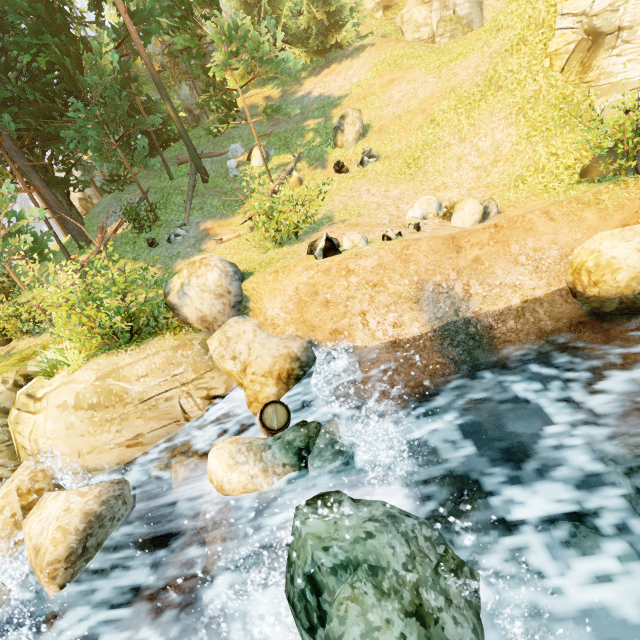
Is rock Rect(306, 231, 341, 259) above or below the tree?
below

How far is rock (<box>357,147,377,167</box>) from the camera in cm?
1444

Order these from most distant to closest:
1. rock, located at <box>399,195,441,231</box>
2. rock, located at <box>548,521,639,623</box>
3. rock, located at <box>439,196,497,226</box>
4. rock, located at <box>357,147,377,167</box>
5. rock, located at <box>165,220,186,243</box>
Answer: rock, located at <box>165,220,186,243</box> < rock, located at <box>357,147,377,167</box> < rock, located at <box>439,196,497,226</box> < rock, located at <box>399,195,441,231</box> < rock, located at <box>548,521,639,623</box>

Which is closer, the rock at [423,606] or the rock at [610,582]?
the rock at [423,606]

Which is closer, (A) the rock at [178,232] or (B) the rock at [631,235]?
(B) the rock at [631,235]

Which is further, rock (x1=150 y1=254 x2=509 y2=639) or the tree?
the tree

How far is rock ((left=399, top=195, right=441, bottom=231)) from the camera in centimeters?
865cm

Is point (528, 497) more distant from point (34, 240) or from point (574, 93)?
point (34, 240)
